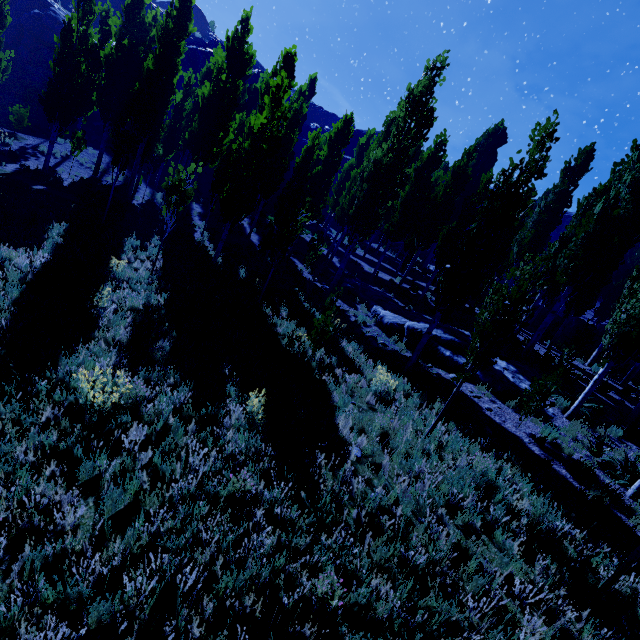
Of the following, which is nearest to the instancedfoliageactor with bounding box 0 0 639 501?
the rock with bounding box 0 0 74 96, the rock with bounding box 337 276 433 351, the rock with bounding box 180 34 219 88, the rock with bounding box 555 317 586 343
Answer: the rock with bounding box 337 276 433 351

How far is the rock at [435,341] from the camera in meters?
12.1 m

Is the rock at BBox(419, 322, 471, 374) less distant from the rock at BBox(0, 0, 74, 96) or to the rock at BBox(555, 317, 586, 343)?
the rock at BBox(555, 317, 586, 343)

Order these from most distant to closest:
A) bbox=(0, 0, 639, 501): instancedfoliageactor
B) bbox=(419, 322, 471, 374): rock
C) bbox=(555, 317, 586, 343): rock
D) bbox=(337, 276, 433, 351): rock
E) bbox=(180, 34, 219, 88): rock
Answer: bbox=(180, 34, 219, 88): rock → bbox=(555, 317, 586, 343): rock → bbox=(337, 276, 433, 351): rock → bbox=(419, 322, 471, 374): rock → bbox=(0, 0, 639, 501): instancedfoliageactor

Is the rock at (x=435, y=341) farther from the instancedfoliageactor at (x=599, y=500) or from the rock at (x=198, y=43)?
the rock at (x=198, y=43)

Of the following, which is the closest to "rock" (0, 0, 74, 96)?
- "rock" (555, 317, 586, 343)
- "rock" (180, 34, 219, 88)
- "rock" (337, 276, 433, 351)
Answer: "rock" (180, 34, 219, 88)

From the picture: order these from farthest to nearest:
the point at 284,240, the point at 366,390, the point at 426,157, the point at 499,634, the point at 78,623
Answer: the point at 426,157 → the point at 284,240 → the point at 366,390 → the point at 499,634 → the point at 78,623

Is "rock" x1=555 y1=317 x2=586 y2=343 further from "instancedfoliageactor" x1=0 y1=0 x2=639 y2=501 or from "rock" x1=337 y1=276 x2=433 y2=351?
"rock" x1=337 y1=276 x2=433 y2=351
